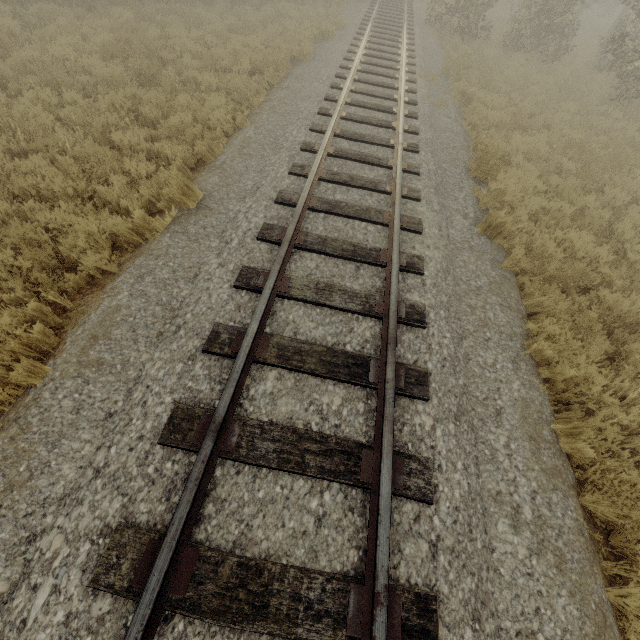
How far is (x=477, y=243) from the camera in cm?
559

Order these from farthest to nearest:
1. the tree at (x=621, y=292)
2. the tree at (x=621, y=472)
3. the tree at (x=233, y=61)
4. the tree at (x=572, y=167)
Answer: the tree at (x=233, y=61) → the tree at (x=572, y=167) → the tree at (x=621, y=292) → the tree at (x=621, y=472)

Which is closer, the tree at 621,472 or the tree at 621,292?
the tree at 621,472

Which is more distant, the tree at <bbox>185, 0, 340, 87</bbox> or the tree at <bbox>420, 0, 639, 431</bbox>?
the tree at <bbox>185, 0, 340, 87</bbox>

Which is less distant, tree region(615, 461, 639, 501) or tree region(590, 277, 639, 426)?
tree region(615, 461, 639, 501)

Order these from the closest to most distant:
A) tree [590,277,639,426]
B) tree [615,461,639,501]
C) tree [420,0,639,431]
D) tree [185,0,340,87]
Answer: tree [615,461,639,501] → tree [590,277,639,426] → tree [420,0,639,431] → tree [185,0,340,87]
